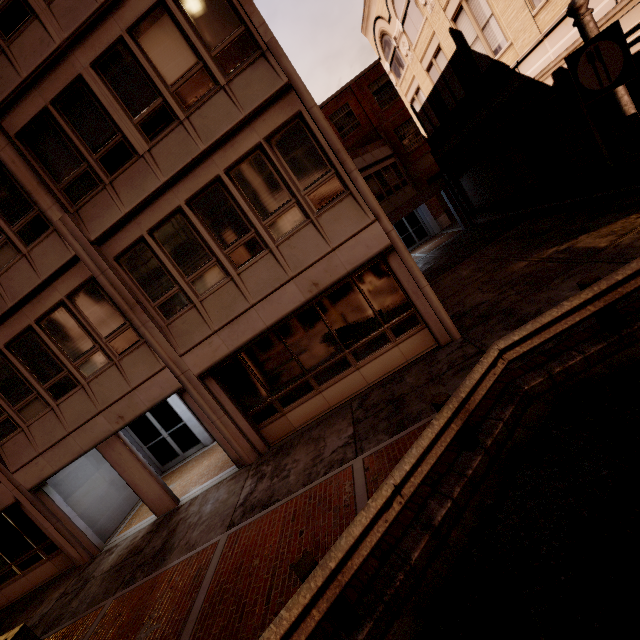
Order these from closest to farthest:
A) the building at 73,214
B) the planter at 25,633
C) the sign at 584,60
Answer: the sign at 584,60
the planter at 25,633
the building at 73,214

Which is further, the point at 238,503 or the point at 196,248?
the point at 196,248

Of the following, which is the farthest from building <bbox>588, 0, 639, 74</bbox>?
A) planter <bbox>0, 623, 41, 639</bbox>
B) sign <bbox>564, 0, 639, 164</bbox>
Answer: sign <bbox>564, 0, 639, 164</bbox>

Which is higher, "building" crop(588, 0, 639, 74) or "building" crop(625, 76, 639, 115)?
"building" crop(588, 0, 639, 74)

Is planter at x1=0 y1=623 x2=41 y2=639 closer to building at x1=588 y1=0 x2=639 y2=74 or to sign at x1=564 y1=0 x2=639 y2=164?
building at x1=588 y1=0 x2=639 y2=74

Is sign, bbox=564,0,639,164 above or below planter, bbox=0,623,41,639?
above

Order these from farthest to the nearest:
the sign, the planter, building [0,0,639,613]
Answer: building [0,0,639,613]
the planter
the sign

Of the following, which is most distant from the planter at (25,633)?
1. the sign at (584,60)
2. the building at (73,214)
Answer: the sign at (584,60)
